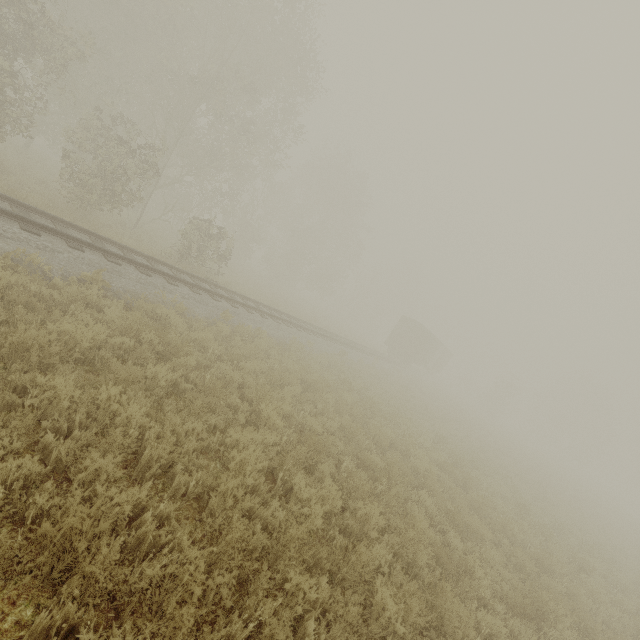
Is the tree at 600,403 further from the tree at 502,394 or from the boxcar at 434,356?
the boxcar at 434,356

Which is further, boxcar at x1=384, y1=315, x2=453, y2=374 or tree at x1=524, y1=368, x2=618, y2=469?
tree at x1=524, y1=368, x2=618, y2=469

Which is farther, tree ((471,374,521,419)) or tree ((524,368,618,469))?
tree ((524,368,618,469))

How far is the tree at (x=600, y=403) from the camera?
48.8m

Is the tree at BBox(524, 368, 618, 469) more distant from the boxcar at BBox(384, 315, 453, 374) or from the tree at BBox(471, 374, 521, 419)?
the boxcar at BBox(384, 315, 453, 374)

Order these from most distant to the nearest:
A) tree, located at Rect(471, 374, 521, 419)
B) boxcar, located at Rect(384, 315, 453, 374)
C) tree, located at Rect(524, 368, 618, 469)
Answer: tree, located at Rect(524, 368, 618, 469) → tree, located at Rect(471, 374, 521, 419) → boxcar, located at Rect(384, 315, 453, 374)

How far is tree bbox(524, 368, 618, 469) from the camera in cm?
4881

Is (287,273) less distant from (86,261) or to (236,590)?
(86,261)
